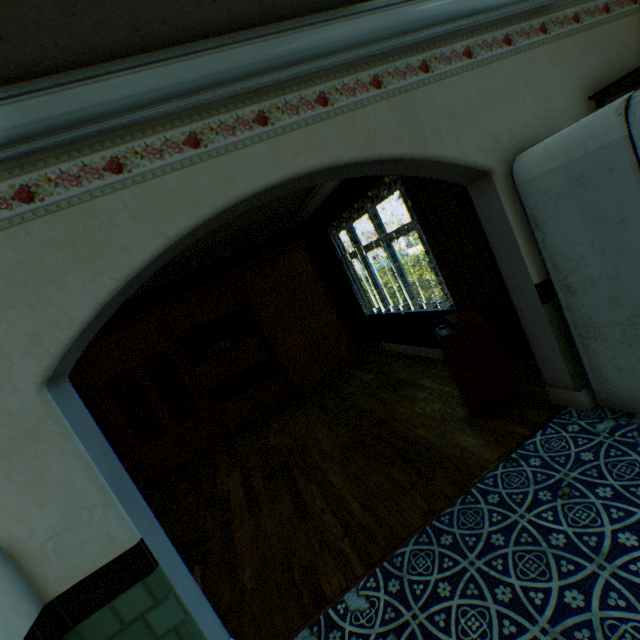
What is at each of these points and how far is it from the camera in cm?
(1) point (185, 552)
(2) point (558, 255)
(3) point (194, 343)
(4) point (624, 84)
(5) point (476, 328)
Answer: (1) plant, 224
(2) refrigerator, 228
(3) book, 556
(4) shelf, 240
(5) dehumidifier, 291

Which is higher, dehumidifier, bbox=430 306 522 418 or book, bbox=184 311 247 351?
book, bbox=184 311 247 351

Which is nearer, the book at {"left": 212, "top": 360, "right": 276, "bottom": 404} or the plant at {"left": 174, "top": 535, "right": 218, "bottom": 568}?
the plant at {"left": 174, "top": 535, "right": 218, "bottom": 568}

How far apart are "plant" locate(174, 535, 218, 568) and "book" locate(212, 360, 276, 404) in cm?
316

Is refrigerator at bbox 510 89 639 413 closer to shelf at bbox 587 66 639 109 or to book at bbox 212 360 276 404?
shelf at bbox 587 66 639 109

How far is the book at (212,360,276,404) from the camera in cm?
574

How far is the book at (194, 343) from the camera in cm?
555

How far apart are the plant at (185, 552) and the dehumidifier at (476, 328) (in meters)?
2.47
